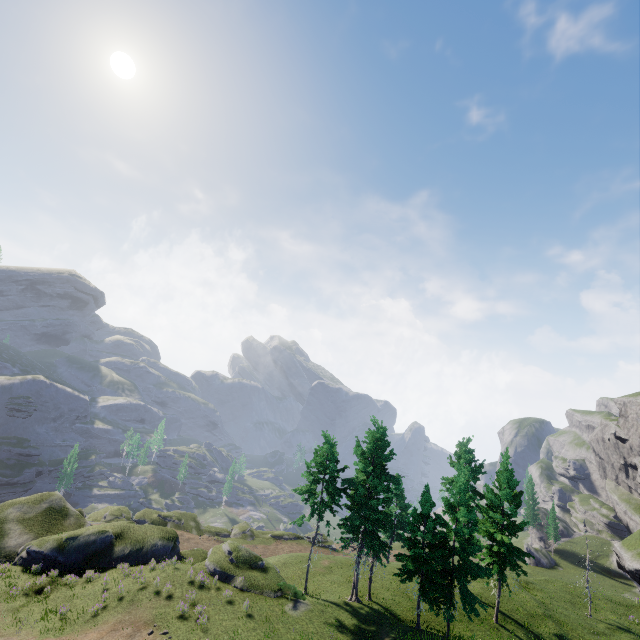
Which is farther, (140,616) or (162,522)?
(162,522)
